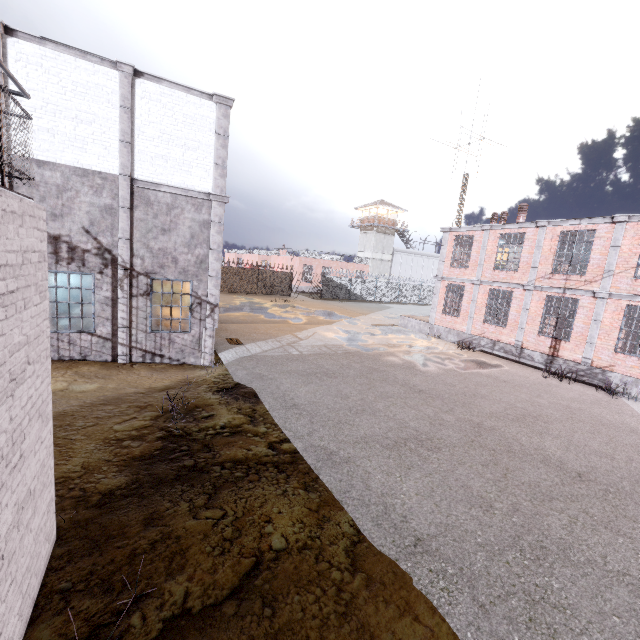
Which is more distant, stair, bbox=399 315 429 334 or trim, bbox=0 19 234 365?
stair, bbox=399 315 429 334

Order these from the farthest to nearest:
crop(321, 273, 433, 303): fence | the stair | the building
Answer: the building → crop(321, 273, 433, 303): fence → the stair

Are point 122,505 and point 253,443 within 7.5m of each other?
yes

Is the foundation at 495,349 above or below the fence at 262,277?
below

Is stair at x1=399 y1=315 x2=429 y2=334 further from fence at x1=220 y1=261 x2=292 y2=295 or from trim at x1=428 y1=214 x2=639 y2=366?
fence at x1=220 y1=261 x2=292 y2=295

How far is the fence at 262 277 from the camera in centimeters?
3350cm

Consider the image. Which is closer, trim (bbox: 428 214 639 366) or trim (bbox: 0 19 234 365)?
trim (bbox: 0 19 234 365)
